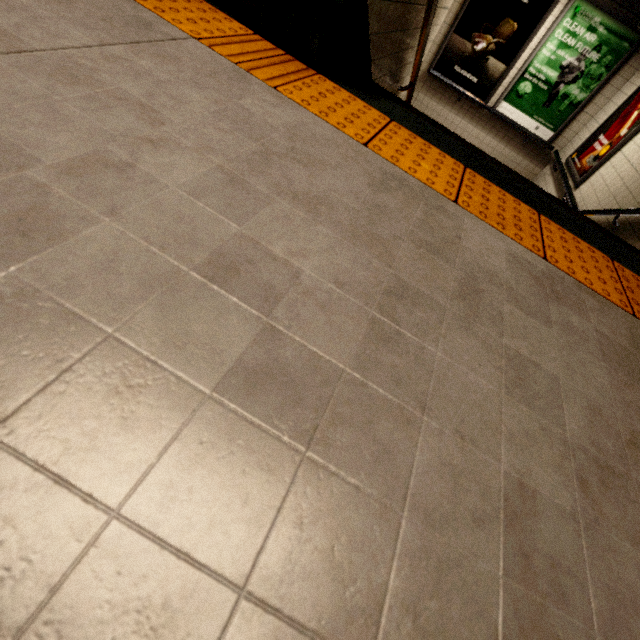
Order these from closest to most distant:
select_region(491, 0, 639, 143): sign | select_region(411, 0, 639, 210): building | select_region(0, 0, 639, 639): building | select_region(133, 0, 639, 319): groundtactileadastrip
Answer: select_region(0, 0, 639, 639): building, select_region(133, 0, 639, 319): groundtactileadastrip, select_region(411, 0, 639, 210): building, select_region(491, 0, 639, 143): sign

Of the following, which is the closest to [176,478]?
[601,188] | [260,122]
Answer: [260,122]

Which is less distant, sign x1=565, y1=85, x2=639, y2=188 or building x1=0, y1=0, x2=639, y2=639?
building x1=0, y1=0, x2=639, y2=639

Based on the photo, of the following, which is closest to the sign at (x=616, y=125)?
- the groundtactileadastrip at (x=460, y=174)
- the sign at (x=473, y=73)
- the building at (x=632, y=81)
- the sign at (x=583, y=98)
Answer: the building at (x=632, y=81)

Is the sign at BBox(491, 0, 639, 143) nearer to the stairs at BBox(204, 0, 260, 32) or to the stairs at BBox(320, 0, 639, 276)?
the stairs at BBox(204, 0, 260, 32)

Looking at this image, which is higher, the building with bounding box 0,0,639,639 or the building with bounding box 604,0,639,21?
the building with bounding box 604,0,639,21

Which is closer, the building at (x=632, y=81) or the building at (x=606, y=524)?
the building at (x=606, y=524)

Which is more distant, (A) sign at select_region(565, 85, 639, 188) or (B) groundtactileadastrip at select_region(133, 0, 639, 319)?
(A) sign at select_region(565, 85, 639, 188)
